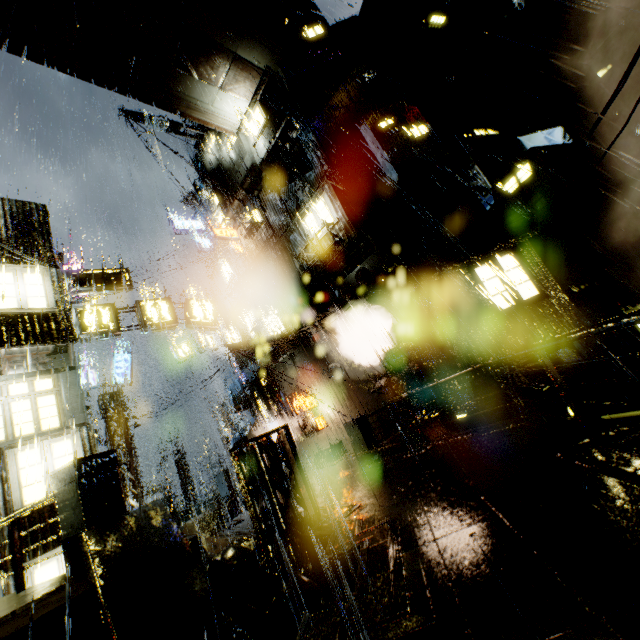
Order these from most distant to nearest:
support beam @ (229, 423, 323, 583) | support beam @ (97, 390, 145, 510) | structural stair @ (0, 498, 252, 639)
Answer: support beam @ (97, 390, 145, 510) → support beam @ (229, 423, 323, 583) → structural stair @ (0, 498, 252, 639)

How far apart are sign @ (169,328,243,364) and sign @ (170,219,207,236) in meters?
9.0 m

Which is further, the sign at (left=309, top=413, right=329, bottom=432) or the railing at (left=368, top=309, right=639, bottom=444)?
the sign at (left=309, top=413, right=329, bottom=432)

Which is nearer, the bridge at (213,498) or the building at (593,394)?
the building at (593,394)

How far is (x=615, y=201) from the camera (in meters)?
15.29

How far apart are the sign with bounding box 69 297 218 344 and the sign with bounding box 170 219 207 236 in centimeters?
1519cm

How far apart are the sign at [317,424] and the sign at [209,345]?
9.10m

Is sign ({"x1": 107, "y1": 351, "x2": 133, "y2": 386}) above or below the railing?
above
